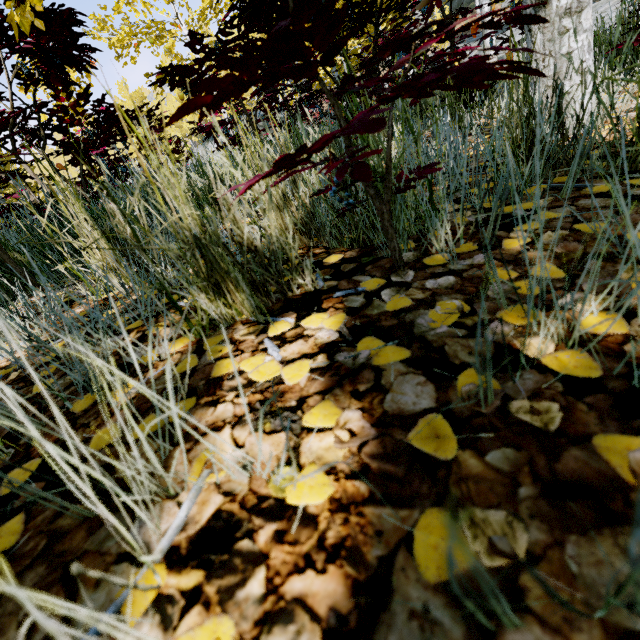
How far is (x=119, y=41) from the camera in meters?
4.7 m
